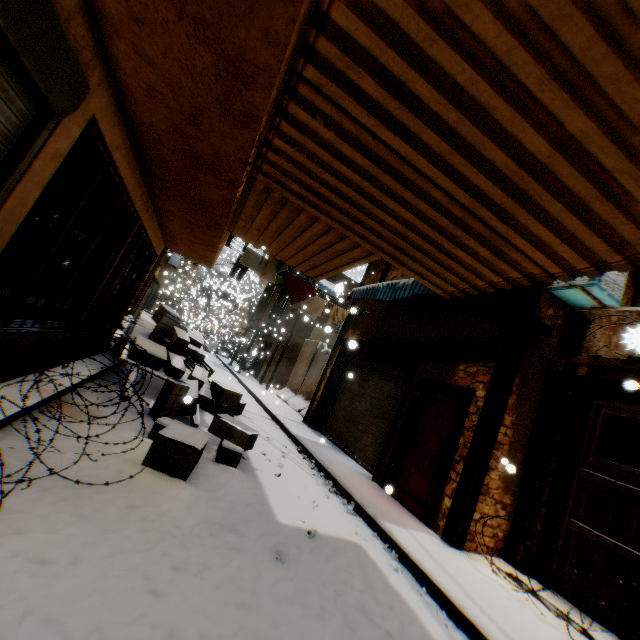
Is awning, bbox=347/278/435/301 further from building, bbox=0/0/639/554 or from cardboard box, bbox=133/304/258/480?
cardboard box, bbox=133/304/258/480

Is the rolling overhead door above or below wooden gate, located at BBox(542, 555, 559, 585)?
above

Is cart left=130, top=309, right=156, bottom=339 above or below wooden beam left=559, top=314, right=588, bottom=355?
below

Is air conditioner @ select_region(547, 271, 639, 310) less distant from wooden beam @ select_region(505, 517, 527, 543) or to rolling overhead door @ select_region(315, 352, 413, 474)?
wooden beam @ select_region(505, 517, 527, 543)

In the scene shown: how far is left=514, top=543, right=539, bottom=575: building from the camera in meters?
5.0 m

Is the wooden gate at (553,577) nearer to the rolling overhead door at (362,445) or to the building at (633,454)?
the building at (633,454)

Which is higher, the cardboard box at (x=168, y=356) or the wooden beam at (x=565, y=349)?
the wooden beam at (x=565, y=349)

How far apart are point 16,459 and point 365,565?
3.7m
